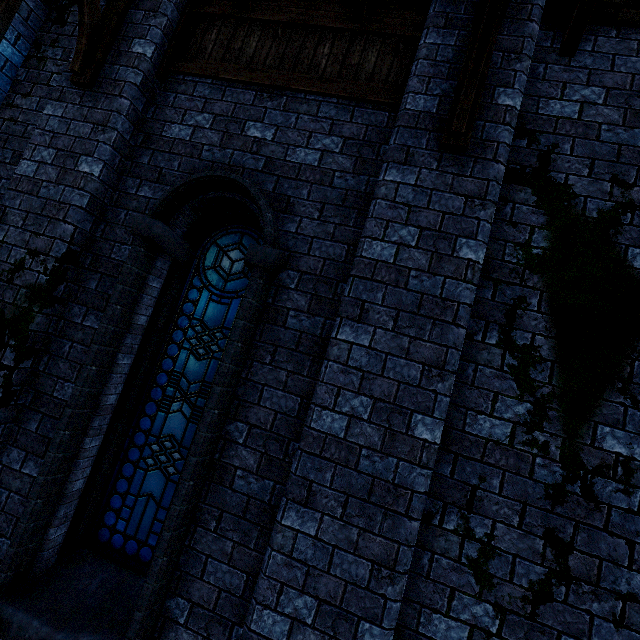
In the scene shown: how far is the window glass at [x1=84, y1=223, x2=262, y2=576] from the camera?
3.31m

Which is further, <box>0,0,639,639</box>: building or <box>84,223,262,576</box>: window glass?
<box>84,223,262,576</box>: window glass

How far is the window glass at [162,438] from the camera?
3.3 meters

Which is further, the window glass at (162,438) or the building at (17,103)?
the window glass at (162,438)

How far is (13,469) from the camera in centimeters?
312cm
